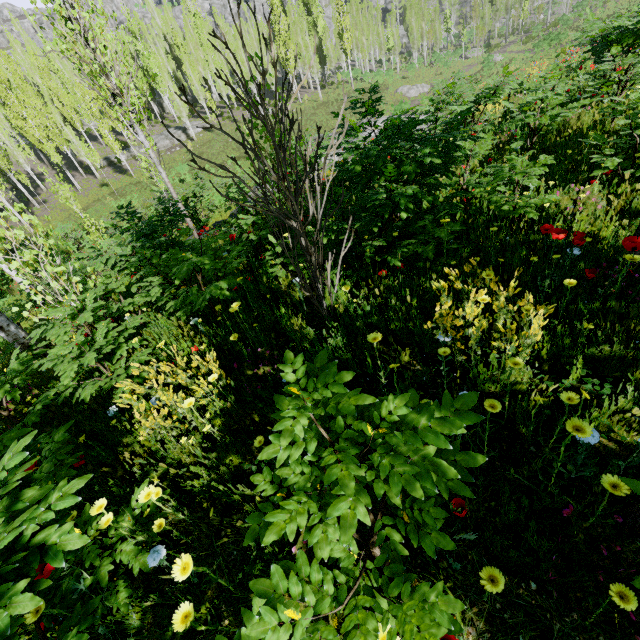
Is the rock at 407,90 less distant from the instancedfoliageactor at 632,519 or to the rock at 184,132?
the instancedfoliageactor at 632,519

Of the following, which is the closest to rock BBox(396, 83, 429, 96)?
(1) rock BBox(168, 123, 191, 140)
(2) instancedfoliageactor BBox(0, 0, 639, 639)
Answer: (2) instancedfoliageactor BBox(0, 0, 639, 639)

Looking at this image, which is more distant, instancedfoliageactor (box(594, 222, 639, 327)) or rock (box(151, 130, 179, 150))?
rock (box(151, 130, 179, 150))

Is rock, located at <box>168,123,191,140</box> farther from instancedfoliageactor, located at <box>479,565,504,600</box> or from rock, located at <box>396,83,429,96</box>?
rock, located at <box>396,83,429,96</box>

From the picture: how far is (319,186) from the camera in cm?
263

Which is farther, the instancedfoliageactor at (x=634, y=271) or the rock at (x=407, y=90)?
the rock at (x=407, y=90)
